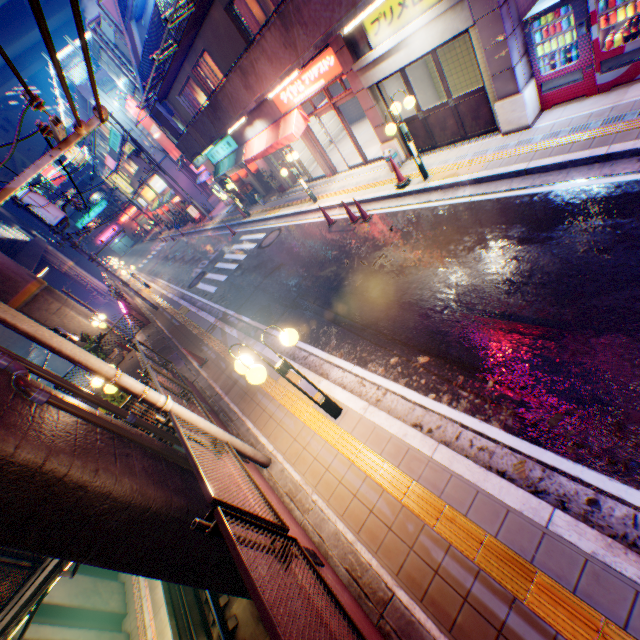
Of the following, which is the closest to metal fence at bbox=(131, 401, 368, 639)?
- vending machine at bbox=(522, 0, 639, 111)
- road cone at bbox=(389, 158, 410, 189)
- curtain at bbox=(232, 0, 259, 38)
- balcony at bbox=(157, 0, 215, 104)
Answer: balcony at bbox=(157, 0, 215, 104)

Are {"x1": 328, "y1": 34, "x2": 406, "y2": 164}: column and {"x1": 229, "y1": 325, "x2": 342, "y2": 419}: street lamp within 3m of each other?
no

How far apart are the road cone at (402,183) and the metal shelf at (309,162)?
9.3m

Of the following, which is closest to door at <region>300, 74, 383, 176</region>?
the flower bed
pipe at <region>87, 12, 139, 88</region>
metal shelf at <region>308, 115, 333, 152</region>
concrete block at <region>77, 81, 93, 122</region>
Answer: metal shelf at <region>308, 115, 333, 152</region>

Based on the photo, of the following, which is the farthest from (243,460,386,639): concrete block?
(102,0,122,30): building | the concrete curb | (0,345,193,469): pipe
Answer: (102,0,122,30): building

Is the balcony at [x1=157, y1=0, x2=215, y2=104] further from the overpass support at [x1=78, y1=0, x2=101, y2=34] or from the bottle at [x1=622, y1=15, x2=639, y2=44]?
the overpass support at [x1=78, y1=0, x2=101, y2=34]

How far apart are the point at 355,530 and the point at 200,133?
18.4m

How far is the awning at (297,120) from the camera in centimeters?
1258cm
